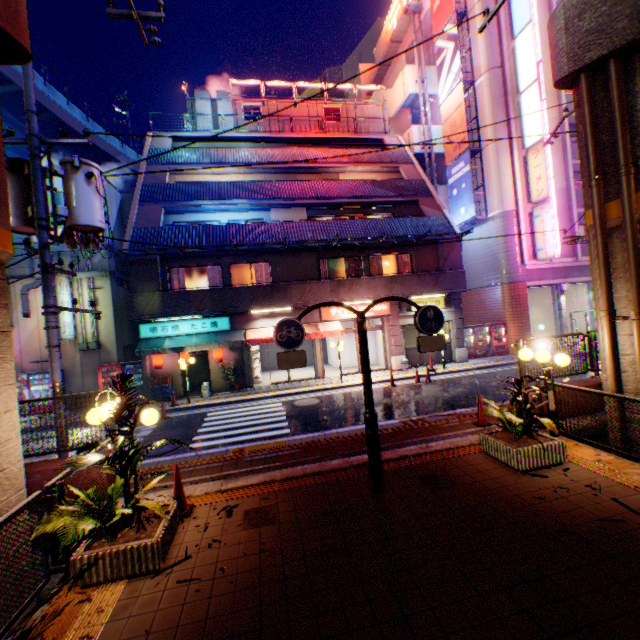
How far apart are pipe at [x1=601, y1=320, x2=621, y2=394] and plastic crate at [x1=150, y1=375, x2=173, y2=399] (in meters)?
16.78

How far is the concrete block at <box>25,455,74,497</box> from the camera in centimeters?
607cm

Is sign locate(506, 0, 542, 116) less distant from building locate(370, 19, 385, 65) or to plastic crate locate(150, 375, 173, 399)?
plastic crate locate(150, 375, 173, 399)

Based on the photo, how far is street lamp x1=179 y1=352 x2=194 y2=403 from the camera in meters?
14.7

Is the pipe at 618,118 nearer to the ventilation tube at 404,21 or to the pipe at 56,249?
the pipe at 56,249

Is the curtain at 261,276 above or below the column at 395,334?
above

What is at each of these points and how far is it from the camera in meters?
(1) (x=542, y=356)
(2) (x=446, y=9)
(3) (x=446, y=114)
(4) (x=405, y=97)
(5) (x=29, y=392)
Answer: (1) street lamp, 6.9 m
(2) billboard, 21.8 m
(3) billboard, 22.9 m
(4) stairs, 24.9 m
(5) vending machine, 16.0 m

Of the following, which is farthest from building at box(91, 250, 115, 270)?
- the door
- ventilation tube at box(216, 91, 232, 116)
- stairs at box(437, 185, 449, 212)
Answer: stairs at box(437, 185, 449, 212)
